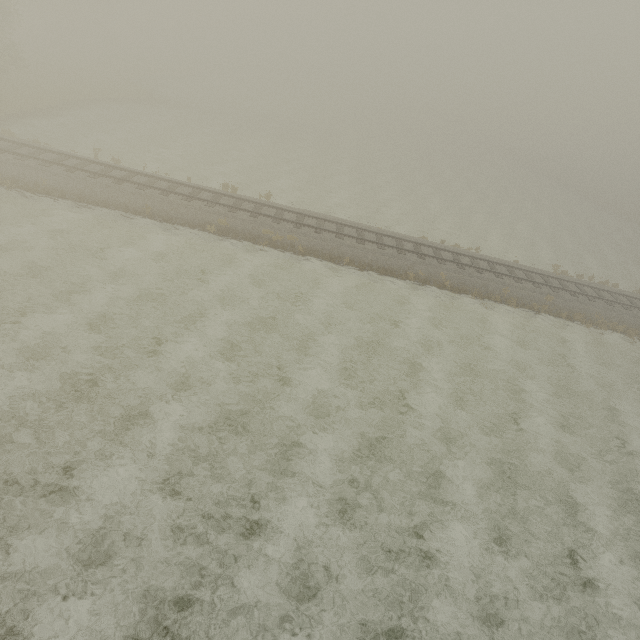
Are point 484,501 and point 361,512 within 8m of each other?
yes
